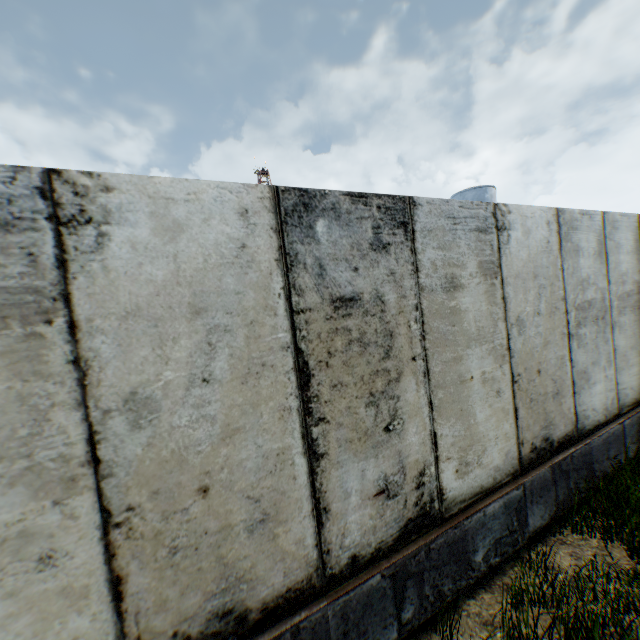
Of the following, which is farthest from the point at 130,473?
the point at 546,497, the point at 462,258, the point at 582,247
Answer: the point at 582,247

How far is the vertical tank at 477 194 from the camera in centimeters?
3089cm

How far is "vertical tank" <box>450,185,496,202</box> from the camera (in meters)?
30.89
